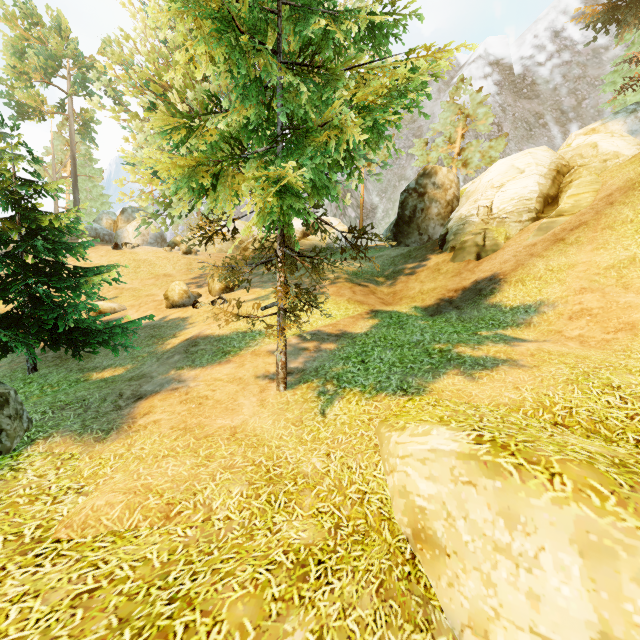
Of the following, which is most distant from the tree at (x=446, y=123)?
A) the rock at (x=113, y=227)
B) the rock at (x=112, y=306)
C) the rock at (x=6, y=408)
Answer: the rock at (x=113, y=227)

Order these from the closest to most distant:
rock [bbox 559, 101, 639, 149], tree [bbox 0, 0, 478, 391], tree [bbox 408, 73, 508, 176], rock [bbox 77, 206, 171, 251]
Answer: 1. tree [bbox 0, 0, 478, 391]
2. rock [bbox 559, 101, 639, 149]
3. tree [bbox 408, 73, 508, 176]
4. rock [bbox 77, 206, 171, 251]

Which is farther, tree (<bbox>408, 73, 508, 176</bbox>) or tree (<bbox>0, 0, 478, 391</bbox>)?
tree (<bbox>408, 73, 508, 176</bbox>)

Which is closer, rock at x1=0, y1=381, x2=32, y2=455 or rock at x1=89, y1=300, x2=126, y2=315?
rock at x1=0, y1=381, x2=32, y2=455

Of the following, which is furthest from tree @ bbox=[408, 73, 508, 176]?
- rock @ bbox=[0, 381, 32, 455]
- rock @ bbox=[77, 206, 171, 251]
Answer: rock @ bbox=[77, 206, 171, 251]

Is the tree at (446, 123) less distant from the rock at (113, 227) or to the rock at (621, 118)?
the rock at (621, 118)

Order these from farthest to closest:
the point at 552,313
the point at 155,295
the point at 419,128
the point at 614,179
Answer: the point at 419,128
the point at 155,295
the point at 614,179
the point at 552,313

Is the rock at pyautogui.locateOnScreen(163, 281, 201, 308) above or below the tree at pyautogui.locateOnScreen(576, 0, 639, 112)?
below
